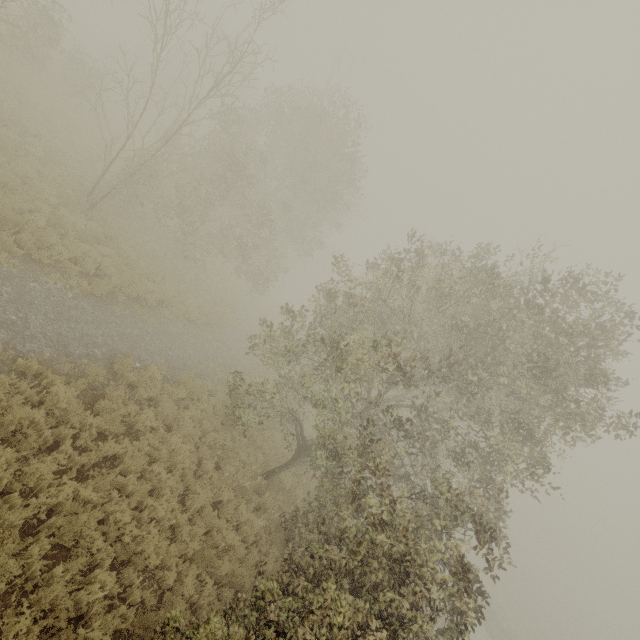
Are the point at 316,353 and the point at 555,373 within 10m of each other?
yes
